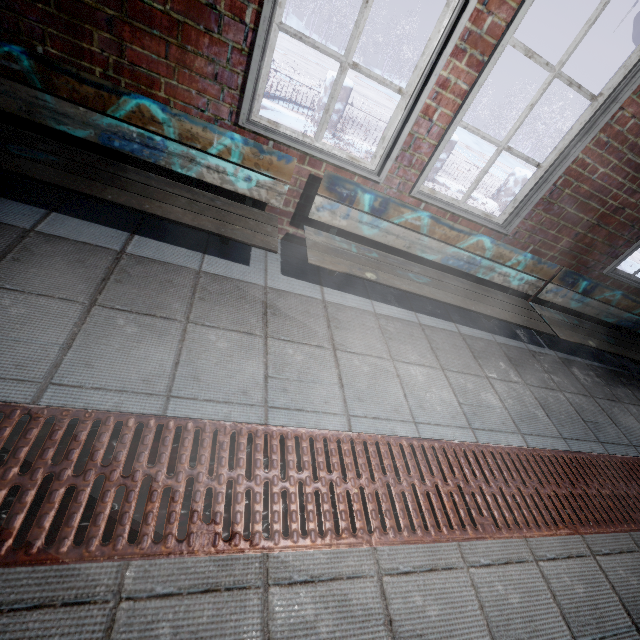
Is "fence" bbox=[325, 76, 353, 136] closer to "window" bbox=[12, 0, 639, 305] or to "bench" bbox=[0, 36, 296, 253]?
"window" bbox=[12, 0, 639, 305]

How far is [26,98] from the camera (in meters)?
1.46

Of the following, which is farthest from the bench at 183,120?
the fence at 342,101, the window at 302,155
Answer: the fence at 342,101

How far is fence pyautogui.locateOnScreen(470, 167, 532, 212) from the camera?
7.2m

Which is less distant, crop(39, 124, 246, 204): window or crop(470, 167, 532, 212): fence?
crop(39, 124, 246, 204): window

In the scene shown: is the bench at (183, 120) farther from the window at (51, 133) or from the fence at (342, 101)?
the fence at (342, 101)

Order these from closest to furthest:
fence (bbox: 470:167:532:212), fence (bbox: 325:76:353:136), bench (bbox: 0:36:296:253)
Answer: bench (bbox: 0:36:296:253) → fence (bbox: 325:76:353:136) → fence (bbox: 470:167:532:212)

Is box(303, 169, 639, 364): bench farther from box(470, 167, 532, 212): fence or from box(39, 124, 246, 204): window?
box(470, 167, 532, 212): fence
